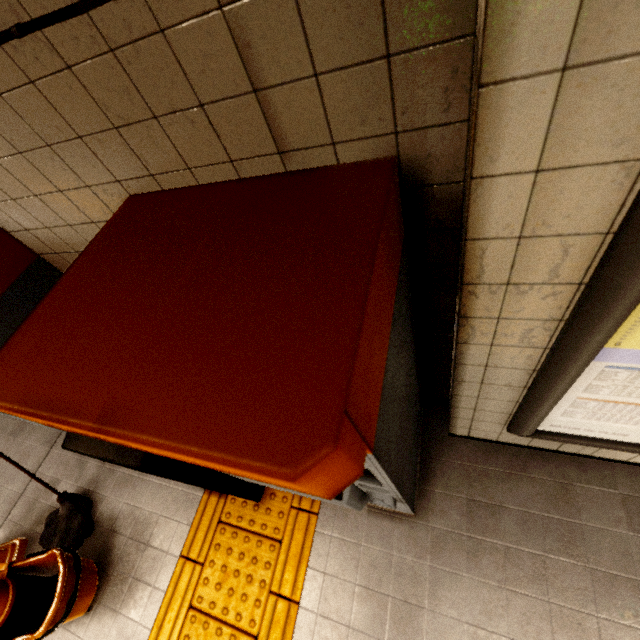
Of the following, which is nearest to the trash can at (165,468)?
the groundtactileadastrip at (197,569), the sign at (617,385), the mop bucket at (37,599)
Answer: the groundtactileadastrip at (197,569)

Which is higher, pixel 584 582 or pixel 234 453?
pixel 234 453

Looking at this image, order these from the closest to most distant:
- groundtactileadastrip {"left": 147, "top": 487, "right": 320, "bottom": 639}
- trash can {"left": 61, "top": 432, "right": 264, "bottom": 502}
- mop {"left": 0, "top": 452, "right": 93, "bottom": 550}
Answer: trash can {"left": 61, "top": 432, "right": 264, "bottom": 502}, groundtactileadastrip {"left": 147, "top": 487, "right": 320, "bottom": 639}, mop {"left": 0, "top": 452, "right": 93, "bottom": 550}

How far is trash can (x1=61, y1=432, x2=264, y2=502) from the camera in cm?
136

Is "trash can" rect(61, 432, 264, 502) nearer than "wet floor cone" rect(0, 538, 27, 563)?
Yes

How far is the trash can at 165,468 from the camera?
1.4m

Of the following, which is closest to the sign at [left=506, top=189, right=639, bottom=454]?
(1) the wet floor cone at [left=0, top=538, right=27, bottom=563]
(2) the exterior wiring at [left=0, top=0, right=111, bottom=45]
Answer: (2) the exterior wiring at [left=0, top=0, right=111, bottom=45]

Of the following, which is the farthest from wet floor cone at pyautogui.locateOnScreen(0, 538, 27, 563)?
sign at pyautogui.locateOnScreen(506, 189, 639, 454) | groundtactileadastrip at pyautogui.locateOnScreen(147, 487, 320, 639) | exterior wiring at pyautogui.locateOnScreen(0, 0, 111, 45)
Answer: sign at pyautogui.locateOnScreen(506, 189, 639, 454)
